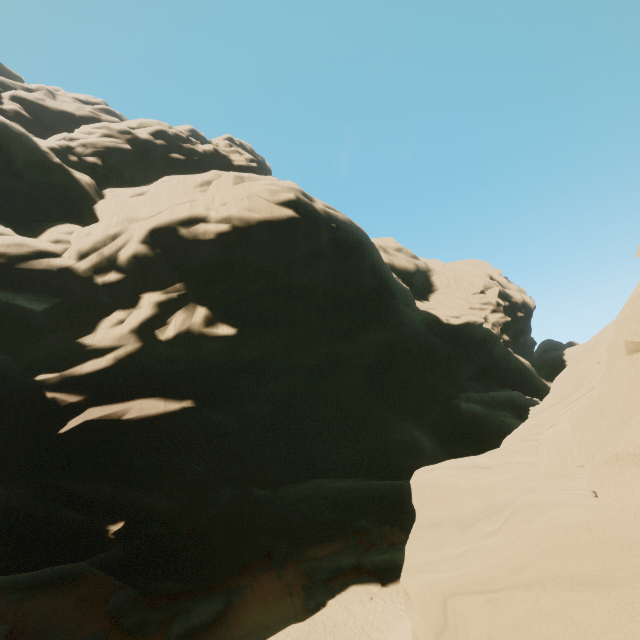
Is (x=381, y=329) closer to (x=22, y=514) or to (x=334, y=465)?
(x=334, y=465)
